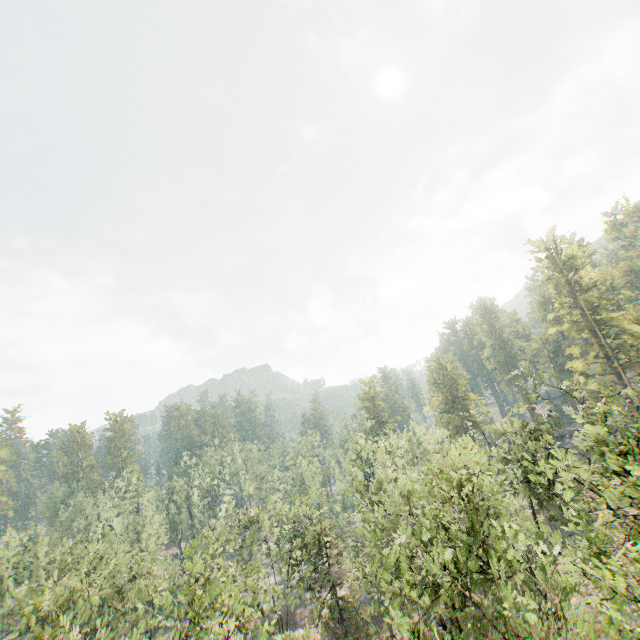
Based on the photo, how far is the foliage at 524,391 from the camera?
26.0m

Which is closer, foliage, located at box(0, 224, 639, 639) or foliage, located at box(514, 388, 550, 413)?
foliage, located at box(0, 224, 639, 639)

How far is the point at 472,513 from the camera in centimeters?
1378cm

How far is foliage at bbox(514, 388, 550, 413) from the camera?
26.02m

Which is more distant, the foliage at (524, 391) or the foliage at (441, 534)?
the foliage at (524, 391)
